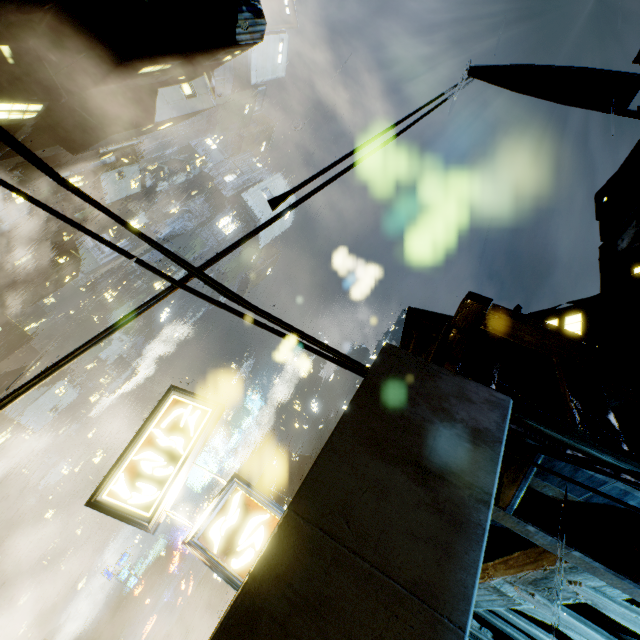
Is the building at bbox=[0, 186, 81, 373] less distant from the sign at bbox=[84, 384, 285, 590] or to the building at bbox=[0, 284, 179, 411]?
the building at bbox=[0, 284, 179, 411]

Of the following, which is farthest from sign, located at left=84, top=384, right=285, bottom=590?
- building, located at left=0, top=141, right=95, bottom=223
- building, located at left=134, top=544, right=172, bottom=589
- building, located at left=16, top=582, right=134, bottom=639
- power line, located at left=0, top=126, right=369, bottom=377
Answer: building, located at left=16, top=582, right=134, bottom=639

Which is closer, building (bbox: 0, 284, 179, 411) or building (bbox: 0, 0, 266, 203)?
building (bbox: 0, 284, 179, 411)

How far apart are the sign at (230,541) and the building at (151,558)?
69.69m

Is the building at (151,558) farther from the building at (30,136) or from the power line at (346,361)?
the power line at (346,361)

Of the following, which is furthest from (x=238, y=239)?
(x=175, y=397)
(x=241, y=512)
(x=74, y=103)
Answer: (x=74, y=103)

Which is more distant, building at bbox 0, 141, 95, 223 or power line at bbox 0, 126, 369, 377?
building at bbox 0, 141, 95, 223

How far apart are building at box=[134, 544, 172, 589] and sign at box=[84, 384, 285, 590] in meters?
69.7
